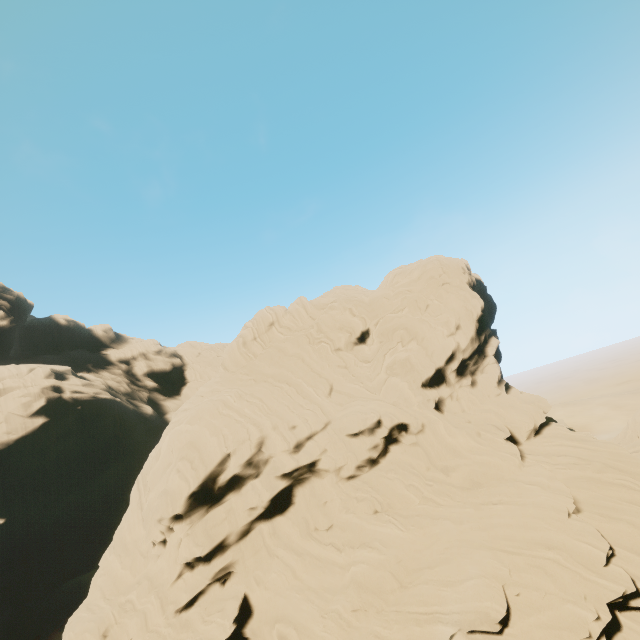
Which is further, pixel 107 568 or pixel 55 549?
pixel 55 549
